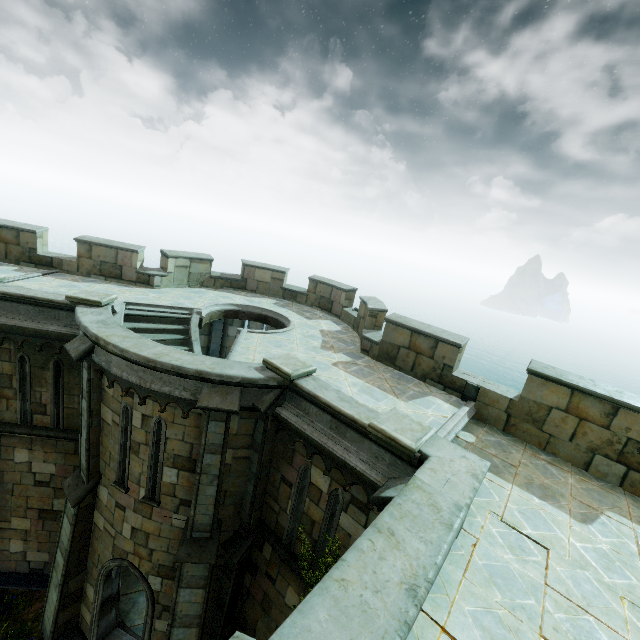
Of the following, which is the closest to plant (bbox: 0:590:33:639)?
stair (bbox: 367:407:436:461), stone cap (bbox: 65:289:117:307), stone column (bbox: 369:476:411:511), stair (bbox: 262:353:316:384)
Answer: stone column (bbox: 369:476:411:511)

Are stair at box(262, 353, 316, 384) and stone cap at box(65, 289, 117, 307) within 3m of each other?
no

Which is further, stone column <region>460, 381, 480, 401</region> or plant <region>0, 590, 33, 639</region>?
plant <region>0, 590, 33, 639</region>

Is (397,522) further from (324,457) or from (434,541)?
(324,457)

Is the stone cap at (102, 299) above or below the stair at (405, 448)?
above

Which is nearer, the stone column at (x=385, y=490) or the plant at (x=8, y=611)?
the stone column at (x=385, y=490)

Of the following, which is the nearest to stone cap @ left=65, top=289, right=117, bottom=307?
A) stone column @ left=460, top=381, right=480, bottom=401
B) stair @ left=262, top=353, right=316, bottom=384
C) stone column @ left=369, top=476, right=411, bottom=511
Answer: stair @ left=262, top=353, right=316, bottom=384
